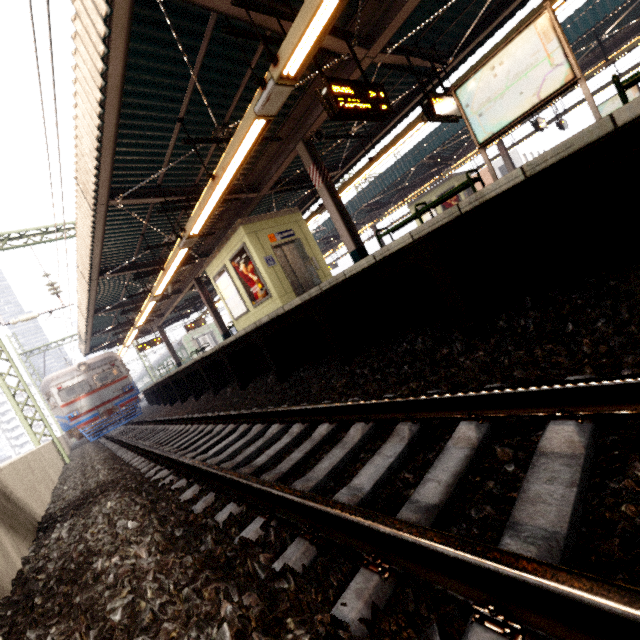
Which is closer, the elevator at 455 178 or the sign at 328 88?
the sign at 328 88

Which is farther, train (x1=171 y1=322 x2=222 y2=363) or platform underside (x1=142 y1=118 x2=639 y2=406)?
train (x1=171 y1=322 x2=222 y2=363)

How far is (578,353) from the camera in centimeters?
220cm

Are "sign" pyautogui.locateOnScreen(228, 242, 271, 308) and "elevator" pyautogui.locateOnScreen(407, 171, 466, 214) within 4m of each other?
no

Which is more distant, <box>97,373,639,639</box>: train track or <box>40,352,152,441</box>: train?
<box>40,352,152,441</box>: train

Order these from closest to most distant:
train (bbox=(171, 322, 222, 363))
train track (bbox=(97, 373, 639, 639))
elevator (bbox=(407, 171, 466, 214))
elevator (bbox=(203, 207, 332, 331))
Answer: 1. train track (bbox=(97, 373, 639, 639))
2. elevator (bbox=(203, 207, 332, 331))
3. elevator (bbox=(407, 171, 466, 214))
4. train (bbox=(171, 322, 222, 363))

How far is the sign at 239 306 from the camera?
10.8m

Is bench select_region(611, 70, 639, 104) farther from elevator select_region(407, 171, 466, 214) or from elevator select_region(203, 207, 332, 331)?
elevator select_region(407, 171, 466, 214)
